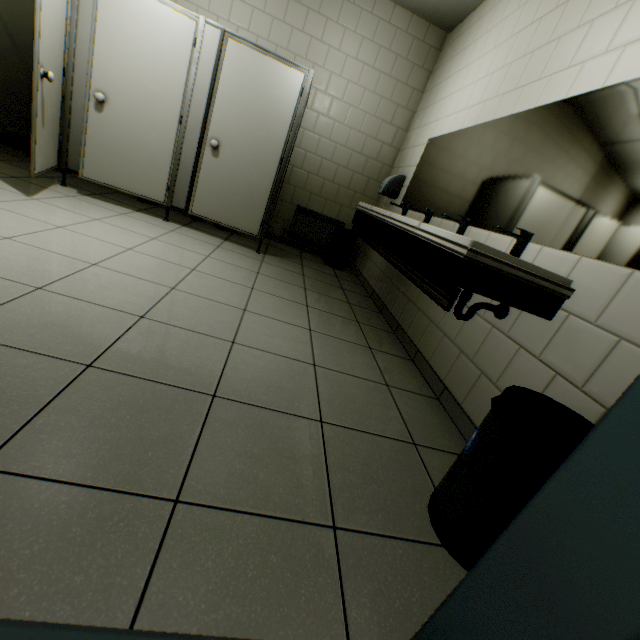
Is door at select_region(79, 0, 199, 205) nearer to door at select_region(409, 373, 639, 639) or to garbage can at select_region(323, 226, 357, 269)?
garbage can at select_region(323, 226, 357, 269)

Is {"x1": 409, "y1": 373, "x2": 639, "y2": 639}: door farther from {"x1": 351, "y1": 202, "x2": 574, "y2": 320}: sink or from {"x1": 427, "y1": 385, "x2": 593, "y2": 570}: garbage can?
{"x1": 351, "y1": 202, "x2": 574, "y2": 320}: sink

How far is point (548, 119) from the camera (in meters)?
1.96

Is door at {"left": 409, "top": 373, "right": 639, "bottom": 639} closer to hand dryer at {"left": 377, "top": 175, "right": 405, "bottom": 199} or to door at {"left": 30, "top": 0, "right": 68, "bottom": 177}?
door at {"left": 30, "top": 0, "right": 68, "bottom": 177}

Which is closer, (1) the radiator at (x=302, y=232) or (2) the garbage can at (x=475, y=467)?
(2) the garbage can at (x=475, y=467)

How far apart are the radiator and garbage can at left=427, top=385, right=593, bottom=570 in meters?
4.1 m

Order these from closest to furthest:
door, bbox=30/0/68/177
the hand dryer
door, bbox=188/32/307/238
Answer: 1. door, bbox=30/0/68/177
2. door, bbox=188/32/307/238
3. the hand dryer

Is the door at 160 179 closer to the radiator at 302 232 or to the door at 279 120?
the door at 279 120
